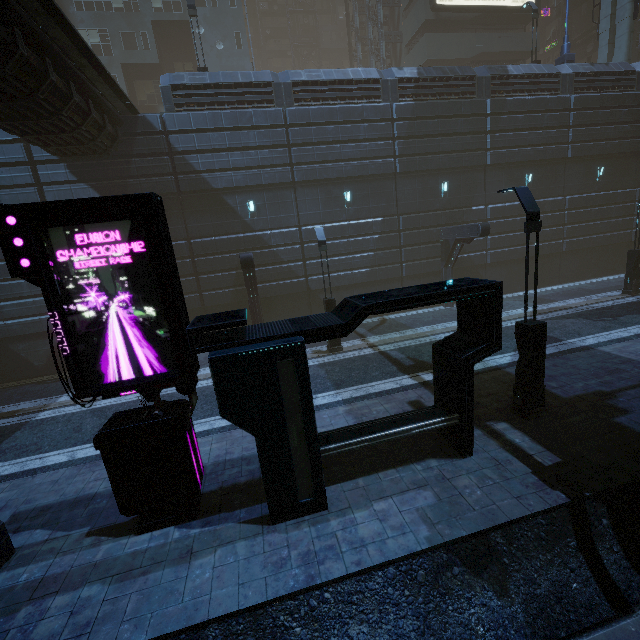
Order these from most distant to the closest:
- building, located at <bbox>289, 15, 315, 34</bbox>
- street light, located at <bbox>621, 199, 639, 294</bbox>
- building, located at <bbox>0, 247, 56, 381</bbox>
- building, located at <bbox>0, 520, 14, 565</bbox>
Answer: building, located at <bbox>289, 15, 315, 34</bbox>
street light, located at <bbox>621, 199, 639, 294</bbox>
building, located at <bbox>0, 247, 56, 381</bbox>
building, located at <bbox>0, 520, 14, 565</bbox>

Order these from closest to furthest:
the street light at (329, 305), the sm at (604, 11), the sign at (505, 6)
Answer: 1. the street light at (329, 305)
2. the sm at (604, 11)
3. the sign at (505, 6)

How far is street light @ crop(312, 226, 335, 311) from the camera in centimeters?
1381cm

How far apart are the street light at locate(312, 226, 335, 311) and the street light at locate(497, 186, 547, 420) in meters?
7.3 m

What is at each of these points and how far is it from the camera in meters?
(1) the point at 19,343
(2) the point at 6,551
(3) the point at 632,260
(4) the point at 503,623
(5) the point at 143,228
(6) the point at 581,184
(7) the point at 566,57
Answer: (1) building, 16.3 m
(2) building, 5.9 m
(3) street light, 17.6 m
(4) train rail, 4.8 m
(5) sign, 5.2 m
(6) building, 21.5 m
(7) street sign, 20.6 m

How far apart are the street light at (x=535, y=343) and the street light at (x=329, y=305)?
7.3m

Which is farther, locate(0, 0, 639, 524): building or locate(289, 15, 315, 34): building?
locate(289, 15, 315, 34): building

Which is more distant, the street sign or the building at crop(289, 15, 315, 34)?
the building at crop(289, 15, 315, 34)
